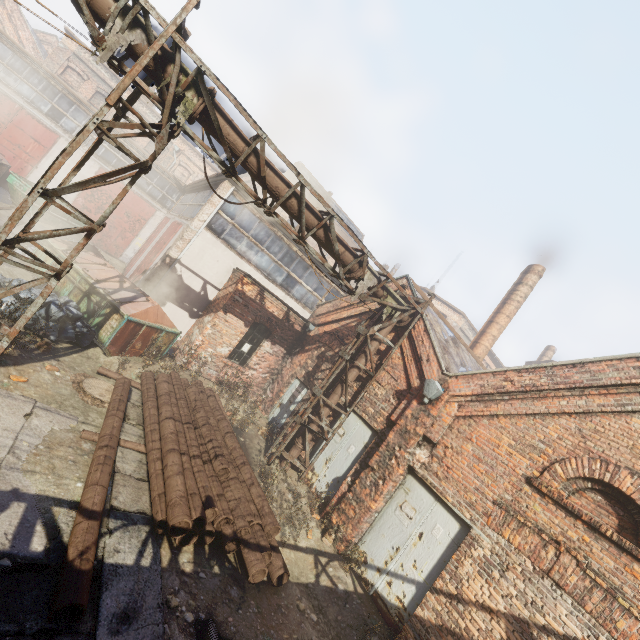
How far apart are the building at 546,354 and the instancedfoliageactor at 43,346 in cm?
3519

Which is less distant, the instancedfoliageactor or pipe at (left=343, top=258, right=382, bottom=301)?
the instancedfoliageactor

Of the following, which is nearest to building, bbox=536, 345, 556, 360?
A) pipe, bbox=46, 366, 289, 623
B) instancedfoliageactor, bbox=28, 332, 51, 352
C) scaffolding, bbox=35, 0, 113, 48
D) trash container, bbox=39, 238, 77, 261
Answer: scaffolding, bbox=35, 0, 113, 48

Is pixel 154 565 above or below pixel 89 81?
below

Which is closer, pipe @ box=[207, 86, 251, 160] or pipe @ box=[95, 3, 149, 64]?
pipe @ box=[95, 3, 149, 64]

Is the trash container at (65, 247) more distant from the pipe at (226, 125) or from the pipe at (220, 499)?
the pipe at (226, 125)

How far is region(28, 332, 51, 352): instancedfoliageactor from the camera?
6.2 meters

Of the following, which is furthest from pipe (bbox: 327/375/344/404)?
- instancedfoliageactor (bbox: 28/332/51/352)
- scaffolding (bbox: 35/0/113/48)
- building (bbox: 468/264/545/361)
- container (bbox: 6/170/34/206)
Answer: container (bbox: 6/170/34/206)
